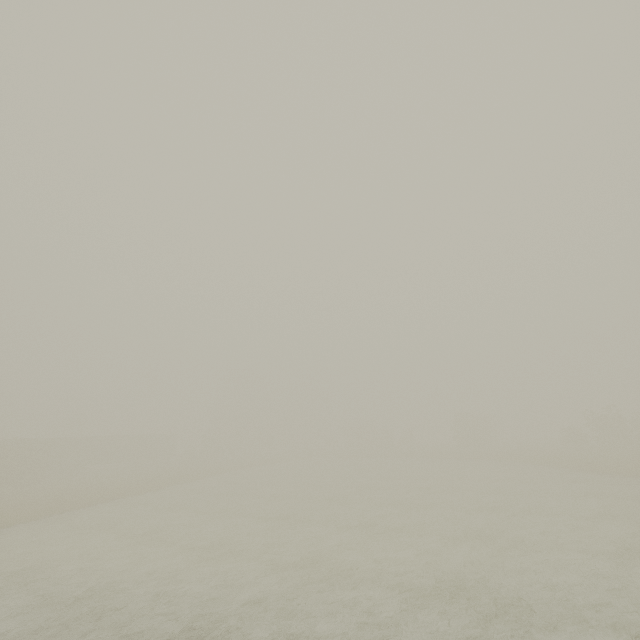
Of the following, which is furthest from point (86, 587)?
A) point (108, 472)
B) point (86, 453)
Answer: point (108, 472)

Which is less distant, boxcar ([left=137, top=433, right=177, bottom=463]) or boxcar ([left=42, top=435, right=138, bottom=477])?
boxcar ([left=42, top=435, right=138, bottom=477])

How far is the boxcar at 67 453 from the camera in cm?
4131

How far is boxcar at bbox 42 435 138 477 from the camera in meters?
41.3 m

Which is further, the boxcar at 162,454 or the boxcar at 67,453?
the boxcar at 162,454
